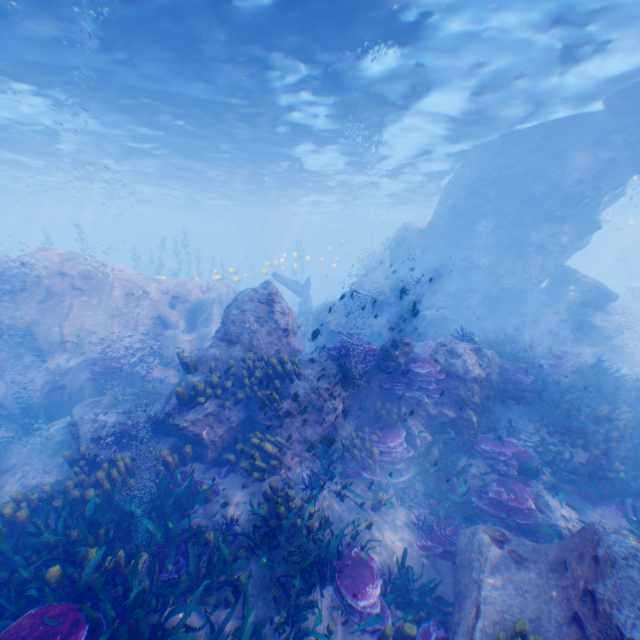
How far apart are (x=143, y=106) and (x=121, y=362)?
13.11m

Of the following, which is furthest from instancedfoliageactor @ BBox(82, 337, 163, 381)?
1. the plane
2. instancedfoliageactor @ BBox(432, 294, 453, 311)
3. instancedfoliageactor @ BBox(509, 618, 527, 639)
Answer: instancedfoliageactor @ BBox(432, 294, 453, 311)

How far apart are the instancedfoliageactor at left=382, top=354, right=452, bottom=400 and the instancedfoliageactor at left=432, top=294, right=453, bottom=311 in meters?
12.2 m

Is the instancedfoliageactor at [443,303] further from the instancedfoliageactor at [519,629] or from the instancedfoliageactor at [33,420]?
the instancedfoliageactor at [33,420]

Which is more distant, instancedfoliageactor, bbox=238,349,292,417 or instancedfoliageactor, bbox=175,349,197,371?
instancedfoliageactor, bbox=175,349,197,371

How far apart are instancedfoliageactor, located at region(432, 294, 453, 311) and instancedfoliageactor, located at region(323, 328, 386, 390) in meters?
12.4 m

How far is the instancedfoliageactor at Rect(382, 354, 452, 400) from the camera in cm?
804

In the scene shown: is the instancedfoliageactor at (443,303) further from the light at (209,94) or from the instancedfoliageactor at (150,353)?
the light at (209,94)
